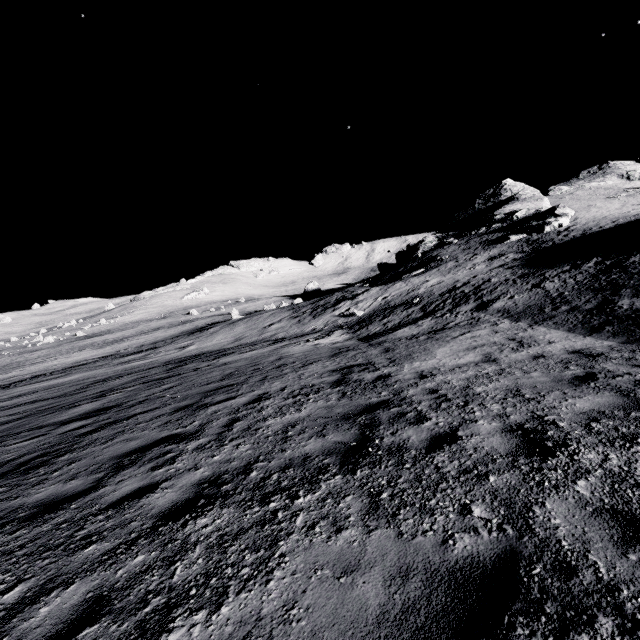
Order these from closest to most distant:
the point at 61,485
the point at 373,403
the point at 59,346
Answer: the point at 61,485 → the point at 373,403 → the point at 59,346
